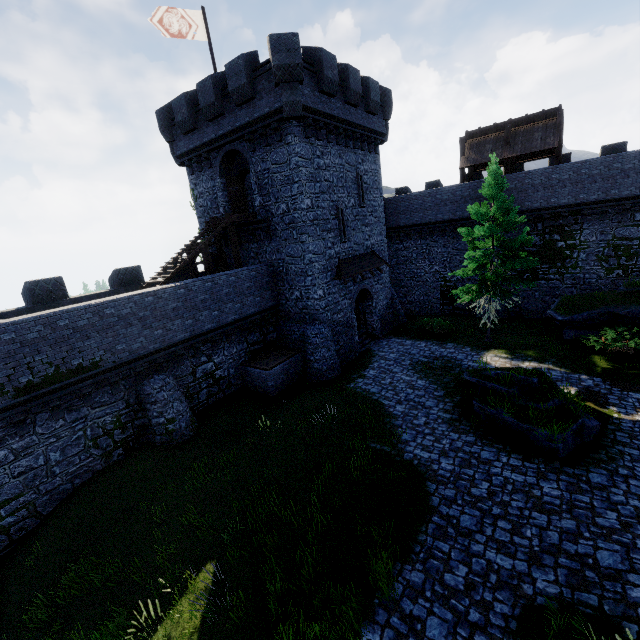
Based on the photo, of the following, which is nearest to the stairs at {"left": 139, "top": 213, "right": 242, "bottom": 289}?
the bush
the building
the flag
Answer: the building

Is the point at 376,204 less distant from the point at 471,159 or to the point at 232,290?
the point at 471,159

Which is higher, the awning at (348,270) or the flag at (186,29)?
the flag at (186,29)

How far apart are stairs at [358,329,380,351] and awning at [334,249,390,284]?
4.40m

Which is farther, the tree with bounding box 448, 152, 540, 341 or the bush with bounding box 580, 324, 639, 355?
the tree with bounding box 448, 152, 540, 341

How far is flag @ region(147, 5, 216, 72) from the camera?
16.9m

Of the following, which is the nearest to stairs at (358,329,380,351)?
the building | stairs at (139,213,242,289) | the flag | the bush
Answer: the building

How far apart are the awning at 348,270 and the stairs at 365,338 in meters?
4.4 m
